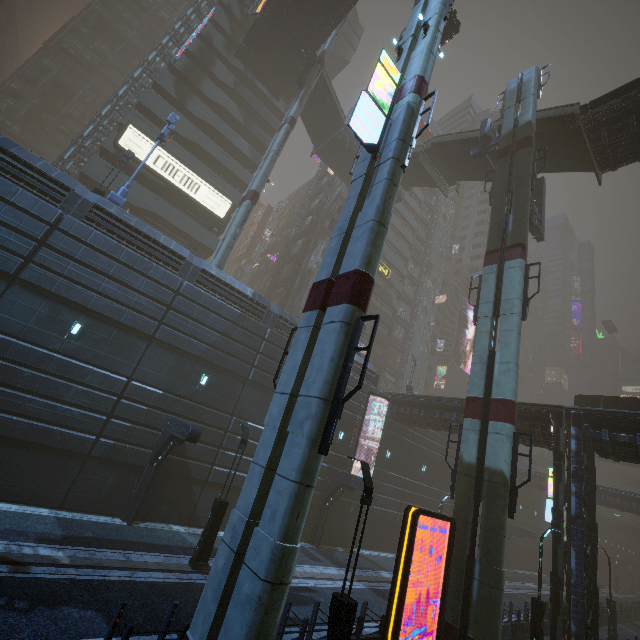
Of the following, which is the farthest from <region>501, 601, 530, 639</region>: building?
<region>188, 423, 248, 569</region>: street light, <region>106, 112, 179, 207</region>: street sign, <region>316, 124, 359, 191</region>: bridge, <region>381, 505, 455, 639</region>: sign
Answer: <region>188, 423, 248, 569</region>: street light

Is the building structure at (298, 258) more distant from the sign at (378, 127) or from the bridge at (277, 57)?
the bridge at (277, 57)

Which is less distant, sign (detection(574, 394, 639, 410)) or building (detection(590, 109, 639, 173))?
building (detection(590, 109, 639, 173))

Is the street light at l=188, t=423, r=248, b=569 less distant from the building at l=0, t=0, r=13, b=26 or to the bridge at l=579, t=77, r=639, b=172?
the building at l=0, t=0, r=13, b=26

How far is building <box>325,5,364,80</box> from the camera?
54.2 meters

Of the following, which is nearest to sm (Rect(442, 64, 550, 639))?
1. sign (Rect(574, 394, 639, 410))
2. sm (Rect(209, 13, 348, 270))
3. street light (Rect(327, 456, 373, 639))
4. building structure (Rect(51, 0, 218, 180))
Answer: street light (Rect(327, 456, 373, 639))

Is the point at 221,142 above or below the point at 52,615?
above

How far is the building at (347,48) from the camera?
54.2 meters
